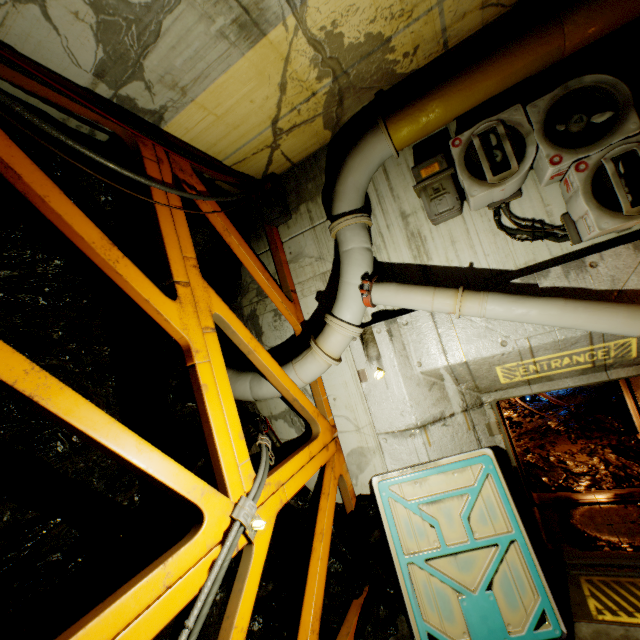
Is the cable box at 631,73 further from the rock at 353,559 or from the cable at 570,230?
the rock at 353,559

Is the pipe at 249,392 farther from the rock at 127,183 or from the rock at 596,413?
the rock at 596,413

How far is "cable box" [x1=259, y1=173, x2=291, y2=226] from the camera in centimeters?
558cm

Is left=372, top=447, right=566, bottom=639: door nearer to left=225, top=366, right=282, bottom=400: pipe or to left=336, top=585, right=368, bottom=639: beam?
left=336, top=585, right=368, bottom=639: beam

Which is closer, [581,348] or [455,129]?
[581,348]

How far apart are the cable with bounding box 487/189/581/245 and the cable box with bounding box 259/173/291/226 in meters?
3.1

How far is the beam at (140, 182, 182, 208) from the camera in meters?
3.6 m

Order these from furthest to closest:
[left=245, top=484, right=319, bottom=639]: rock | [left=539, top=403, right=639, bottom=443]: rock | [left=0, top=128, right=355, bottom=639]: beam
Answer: [left=539, top=403, right=639, bottom=443]: rock
[left=245, top=484, right=319, bottom=639]: rock
[left=0, top=128, right=355, bottom=639]: beam
